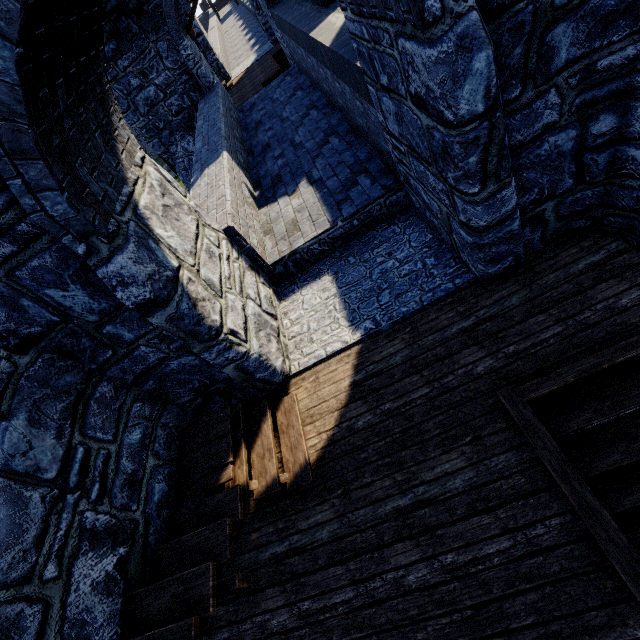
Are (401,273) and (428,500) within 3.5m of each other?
yes
